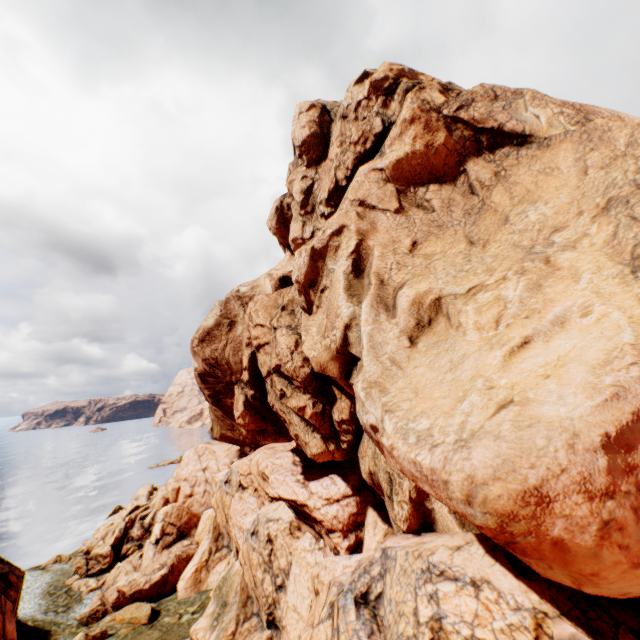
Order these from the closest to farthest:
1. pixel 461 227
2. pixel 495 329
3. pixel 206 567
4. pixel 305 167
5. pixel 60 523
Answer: pixel 495 329, pixel 461 227, pixel 305 167, pixel 206 567, pixel 60 523

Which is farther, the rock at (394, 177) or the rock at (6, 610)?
the rock at (6, 610)

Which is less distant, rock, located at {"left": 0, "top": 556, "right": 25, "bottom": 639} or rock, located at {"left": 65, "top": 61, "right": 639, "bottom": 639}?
rock, located at {"left": 65, "top": 61, "right": 639, "bottom": 639}
